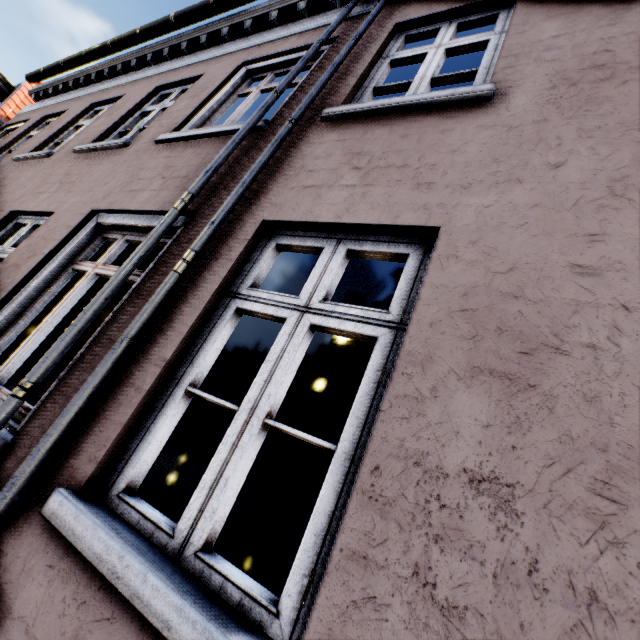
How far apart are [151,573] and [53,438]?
0.85m
